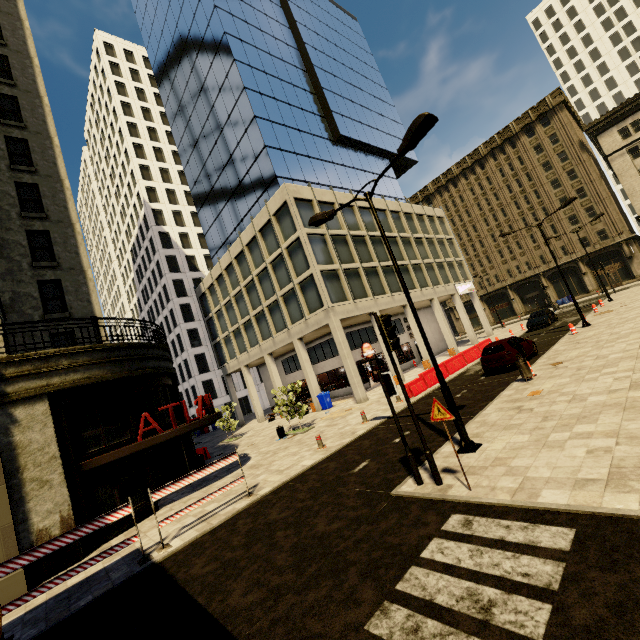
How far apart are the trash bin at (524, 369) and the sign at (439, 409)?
→ 8.12m

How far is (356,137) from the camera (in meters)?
35.66

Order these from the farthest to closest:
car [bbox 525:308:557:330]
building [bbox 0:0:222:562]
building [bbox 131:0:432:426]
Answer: car [bbox 525:308:557:330]
building [bbox 131:0:432:426]
building [bbox 0:0:222:562]

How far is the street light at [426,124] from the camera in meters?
7.7 m

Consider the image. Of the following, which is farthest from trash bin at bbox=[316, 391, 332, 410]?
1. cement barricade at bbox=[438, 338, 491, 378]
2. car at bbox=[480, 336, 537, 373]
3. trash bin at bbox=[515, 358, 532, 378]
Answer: trash bin at bbox=[515, 358, 532, 378]

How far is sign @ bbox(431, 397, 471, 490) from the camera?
6.3m

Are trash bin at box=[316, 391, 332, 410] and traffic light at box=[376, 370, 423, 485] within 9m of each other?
no

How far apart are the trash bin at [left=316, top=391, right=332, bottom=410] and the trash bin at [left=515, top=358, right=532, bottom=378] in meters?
14.5
